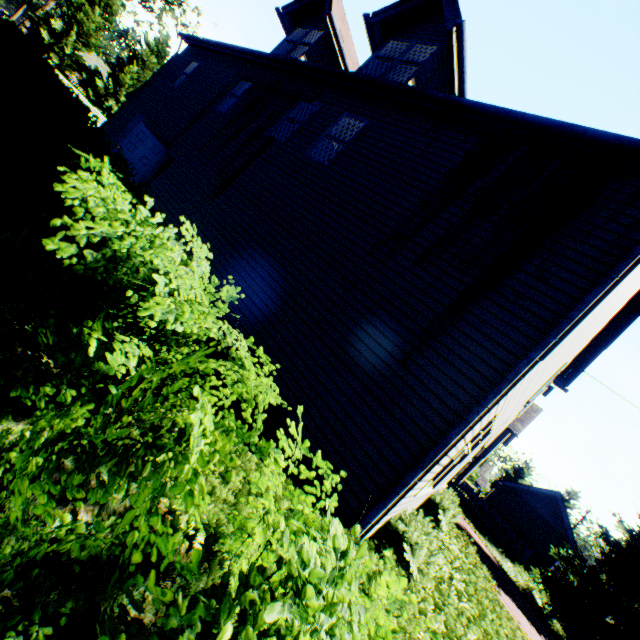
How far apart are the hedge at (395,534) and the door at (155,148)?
13.2 meters

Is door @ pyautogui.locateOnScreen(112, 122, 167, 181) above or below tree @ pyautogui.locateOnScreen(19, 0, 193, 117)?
below

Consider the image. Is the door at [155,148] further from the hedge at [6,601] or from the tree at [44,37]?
the tree at [44,37]

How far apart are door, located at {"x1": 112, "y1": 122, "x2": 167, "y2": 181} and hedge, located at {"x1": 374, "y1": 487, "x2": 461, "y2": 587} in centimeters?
1316cm

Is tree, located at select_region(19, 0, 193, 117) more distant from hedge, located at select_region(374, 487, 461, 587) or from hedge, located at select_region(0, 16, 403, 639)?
hedge, located at select_region(0, 16, 403, 639)

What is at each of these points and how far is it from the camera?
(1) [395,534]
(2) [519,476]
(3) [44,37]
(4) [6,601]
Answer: (1) hedge, 5.04m
(2) tree, 47.09m
(3) tree, 29.88m
(4) hedge, 1.21m

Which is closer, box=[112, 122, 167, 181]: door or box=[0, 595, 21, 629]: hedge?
box=[0, 595, 21, 629]: hedge

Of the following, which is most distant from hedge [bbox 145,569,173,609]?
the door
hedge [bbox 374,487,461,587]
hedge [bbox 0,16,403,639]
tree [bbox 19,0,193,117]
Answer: the door
